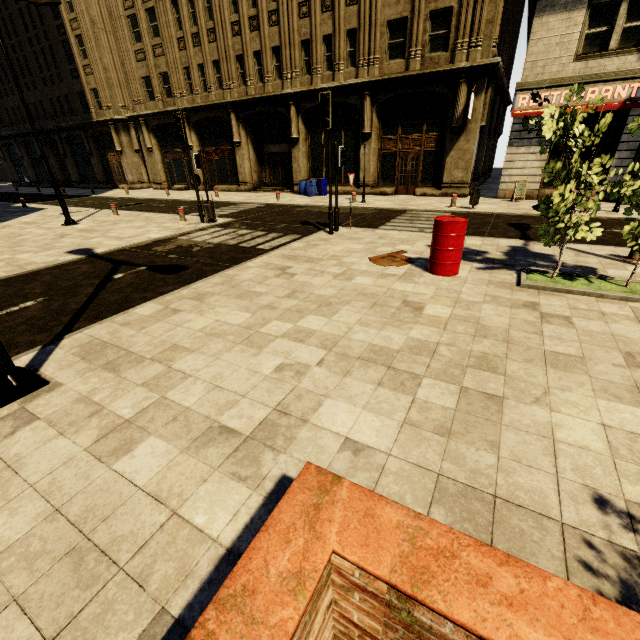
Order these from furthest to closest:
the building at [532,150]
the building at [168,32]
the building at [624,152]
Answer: the building at [168,32] → the building at [532,150] → the building at [624,152]

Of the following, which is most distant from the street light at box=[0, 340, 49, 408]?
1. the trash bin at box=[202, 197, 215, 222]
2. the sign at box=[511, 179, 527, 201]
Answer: the sign at box=[511, 179, 527, 201]

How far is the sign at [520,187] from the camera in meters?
15.3

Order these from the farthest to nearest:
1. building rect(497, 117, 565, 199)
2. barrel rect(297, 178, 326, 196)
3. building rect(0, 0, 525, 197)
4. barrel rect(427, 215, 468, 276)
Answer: barrel rect(297, 178, 326, 196), building rect(0, 0, 525, 197), building rect(497, 117, 565, 199), barrel rect(427, 215, 468, 276)

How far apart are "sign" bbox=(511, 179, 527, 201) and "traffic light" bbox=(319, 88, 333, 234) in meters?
10.6

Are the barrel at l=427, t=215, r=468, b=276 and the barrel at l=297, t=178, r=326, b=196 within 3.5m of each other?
no

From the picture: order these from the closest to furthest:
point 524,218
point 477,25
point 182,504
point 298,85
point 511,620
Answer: point 511,620, point 182,504, point 524,218, point 477,25, point 298,85

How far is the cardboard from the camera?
7.5m
